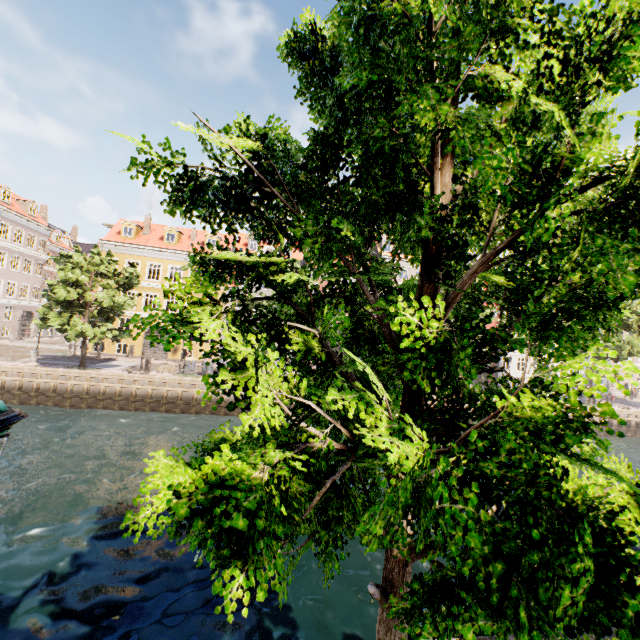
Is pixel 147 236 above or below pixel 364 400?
above

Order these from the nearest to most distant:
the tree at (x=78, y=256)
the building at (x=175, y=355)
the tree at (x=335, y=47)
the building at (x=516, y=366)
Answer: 1. the tree at (x=335, y=47)
2. the tree at (x=78, y=256)
3. the building at (x=175, y=355)
4. the building at (x=516, y=366)

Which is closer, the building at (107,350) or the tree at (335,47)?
the tree at (335,47)

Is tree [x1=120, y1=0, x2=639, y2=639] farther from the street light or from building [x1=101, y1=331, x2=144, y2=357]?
building [x1=101, y1=331, x2=144, y2=357]

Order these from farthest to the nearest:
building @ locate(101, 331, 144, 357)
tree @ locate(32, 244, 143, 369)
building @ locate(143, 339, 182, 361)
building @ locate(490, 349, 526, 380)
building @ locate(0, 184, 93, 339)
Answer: building @ locate(490, 349, 526, 380) < building @ locate(0, 184, 93, 339) < building @ locate(143, 339, 182, 361) < building @ locate(101, 331, 144, 357) < tree @ locate(32, 244, 143, 369)

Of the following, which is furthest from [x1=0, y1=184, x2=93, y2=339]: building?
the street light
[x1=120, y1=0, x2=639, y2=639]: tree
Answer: [x1=120, y1=0, x2=639, y2=639]: tree
